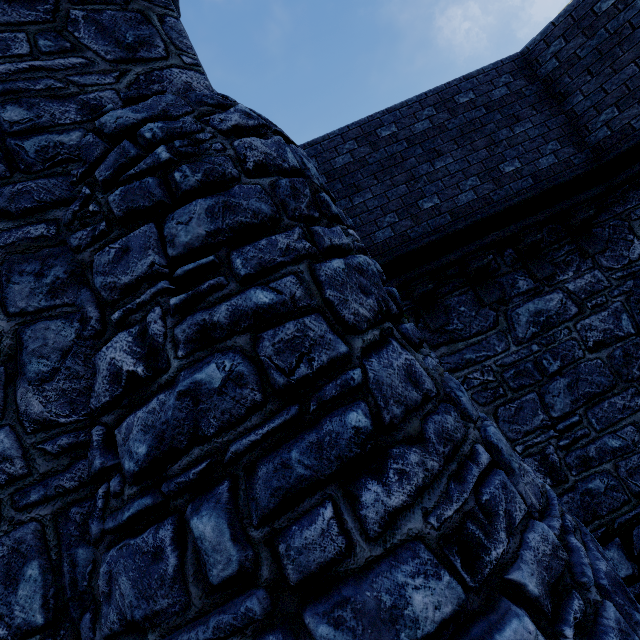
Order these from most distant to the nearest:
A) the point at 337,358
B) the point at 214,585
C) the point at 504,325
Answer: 1. the point at 504,325
2. the point at 337,358
3. the point at 214,585
